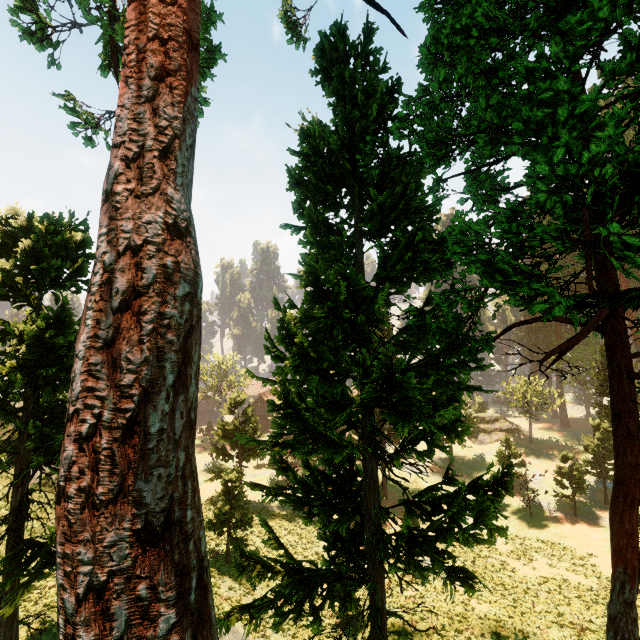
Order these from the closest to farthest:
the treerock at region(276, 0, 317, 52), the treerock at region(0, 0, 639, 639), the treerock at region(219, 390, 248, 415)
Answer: the treerock at region(0, 0, 639, 639)
the treerock at region(276, 0, 317, 52)
the treerock at region(219, 390, 248, 415)

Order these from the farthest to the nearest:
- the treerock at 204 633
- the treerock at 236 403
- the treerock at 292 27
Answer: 1. the treerock at 236 403
2. the treerock at 292 27
3. the treerock at 204 633

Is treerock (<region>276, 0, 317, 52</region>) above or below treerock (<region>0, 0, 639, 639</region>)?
above

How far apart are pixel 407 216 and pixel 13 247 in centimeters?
1356cm

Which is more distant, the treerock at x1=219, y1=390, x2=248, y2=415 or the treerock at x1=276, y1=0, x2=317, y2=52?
the treerock at x1=219, y1=390, x2=248, y2=415

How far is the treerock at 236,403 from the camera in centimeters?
3269cm
